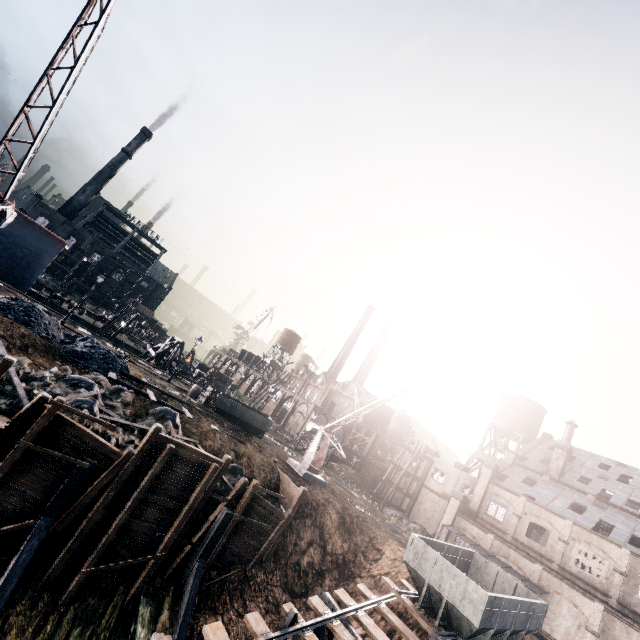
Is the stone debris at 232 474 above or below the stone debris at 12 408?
above

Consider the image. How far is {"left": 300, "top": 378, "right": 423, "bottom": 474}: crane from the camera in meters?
27.9

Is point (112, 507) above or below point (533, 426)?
below

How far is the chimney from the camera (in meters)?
41.00

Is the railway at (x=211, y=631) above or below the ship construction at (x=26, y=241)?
below

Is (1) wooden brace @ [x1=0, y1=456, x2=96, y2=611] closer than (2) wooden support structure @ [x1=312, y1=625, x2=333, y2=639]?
Yes

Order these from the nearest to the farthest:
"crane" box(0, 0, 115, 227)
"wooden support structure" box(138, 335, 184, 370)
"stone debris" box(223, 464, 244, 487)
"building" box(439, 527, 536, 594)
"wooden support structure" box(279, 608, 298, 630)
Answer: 1. "crane" box(0, 0, 115, 227)
2. "wooden support structure" box(279, 608, 298, 630)
3. "stone debris" box(223, 464, 244, 487)
4. "building" box(439, 527, 536, 594)
5. "wooden support structure" box(138, 335, 184, 370)

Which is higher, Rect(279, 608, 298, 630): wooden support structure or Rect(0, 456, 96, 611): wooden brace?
Rect(279, 608, 298, 630): wooden support structure
